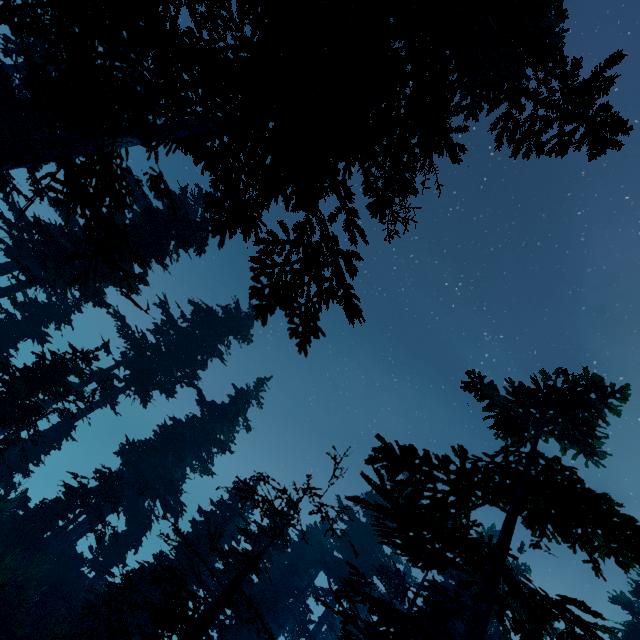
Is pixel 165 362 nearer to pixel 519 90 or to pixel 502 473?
pixel 502 473
